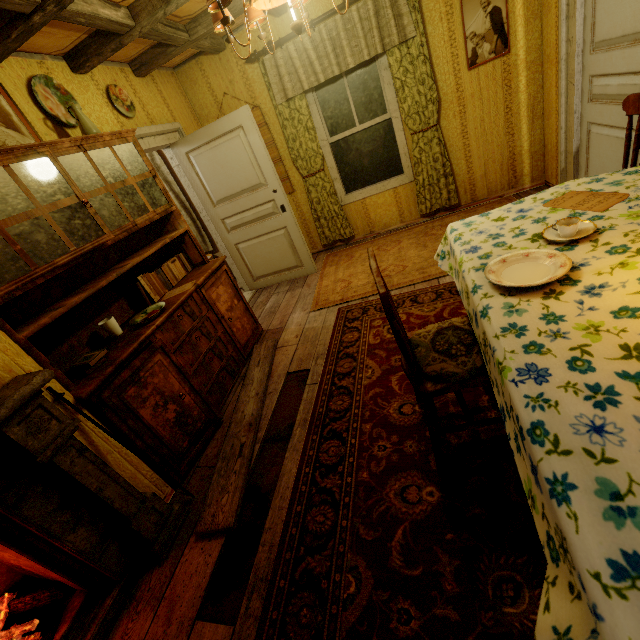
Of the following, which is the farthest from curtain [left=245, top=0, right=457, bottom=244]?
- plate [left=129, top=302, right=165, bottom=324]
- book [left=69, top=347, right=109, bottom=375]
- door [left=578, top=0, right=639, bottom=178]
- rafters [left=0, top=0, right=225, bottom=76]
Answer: book [left=69, top=347, right=109, bottom=375]

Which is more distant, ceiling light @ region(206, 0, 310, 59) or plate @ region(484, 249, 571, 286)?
ceiling light @ region(206, 0, 310, 59)

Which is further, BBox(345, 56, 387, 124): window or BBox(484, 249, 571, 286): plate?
BBox(345, 56, 387, 124): window

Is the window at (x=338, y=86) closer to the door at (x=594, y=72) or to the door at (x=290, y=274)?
the door at (x=290, y=274)

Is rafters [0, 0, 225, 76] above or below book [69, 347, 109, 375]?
above

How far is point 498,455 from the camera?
1.6m

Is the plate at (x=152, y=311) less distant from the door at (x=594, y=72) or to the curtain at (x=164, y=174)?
the curtain at (x=164, y=174)

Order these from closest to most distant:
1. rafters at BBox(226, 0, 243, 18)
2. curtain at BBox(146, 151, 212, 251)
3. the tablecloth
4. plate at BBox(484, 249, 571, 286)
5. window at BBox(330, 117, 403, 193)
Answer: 1. the tablecloth
2. plate at BBox(484, 249, 571, 286)
3. rafters at BBox(226, 0, 243, 18)
4. window at BBox(330, 117, 403, 193)
5. curtain at BBox(146, 151, 212, 251)
